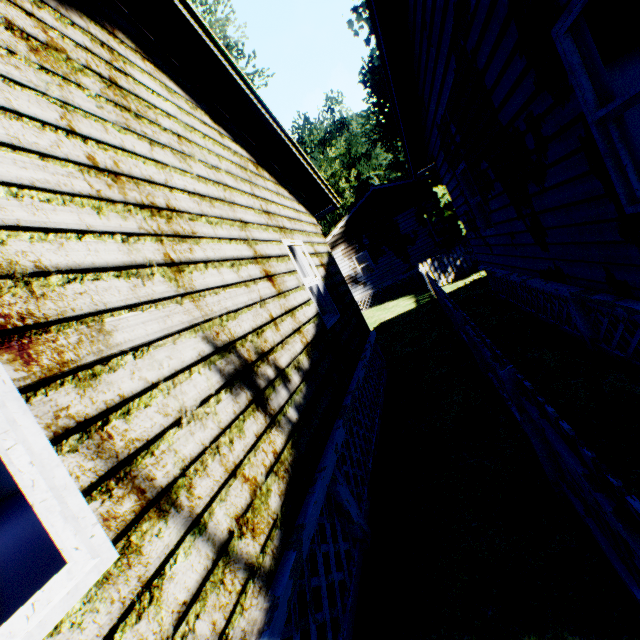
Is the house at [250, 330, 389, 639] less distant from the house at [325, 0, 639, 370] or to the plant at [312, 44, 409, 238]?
the house at [325, 0, 639, 370]

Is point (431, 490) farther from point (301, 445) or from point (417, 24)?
point (417, 24)

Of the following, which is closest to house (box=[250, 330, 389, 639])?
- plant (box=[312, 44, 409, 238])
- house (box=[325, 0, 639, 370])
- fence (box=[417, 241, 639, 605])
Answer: fence (box=[417, 241, 639, 605])

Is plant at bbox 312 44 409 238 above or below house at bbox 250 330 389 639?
above

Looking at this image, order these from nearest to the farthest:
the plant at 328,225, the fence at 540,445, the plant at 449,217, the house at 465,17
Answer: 1. the fence at 540,445
2. the house at 465,17
3. the plant at 449,217
4. the plant at 328,225

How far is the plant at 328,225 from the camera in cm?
2586

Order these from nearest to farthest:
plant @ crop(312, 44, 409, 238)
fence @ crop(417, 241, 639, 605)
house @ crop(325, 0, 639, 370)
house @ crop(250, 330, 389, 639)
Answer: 1. fence @ crop(417, 241, 639, 605)
2. house @ crop(250, 330, 389, 639)
3. house @ crop(325, 0, 639, 370)
4. plant @ crop(312, 44, 409, 238)

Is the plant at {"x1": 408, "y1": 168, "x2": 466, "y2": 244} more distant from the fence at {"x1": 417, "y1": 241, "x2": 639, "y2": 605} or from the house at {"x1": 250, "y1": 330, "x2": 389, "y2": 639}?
the house at {"x1": 250, "y1": 330, "x2": 389, "y2": 639}
